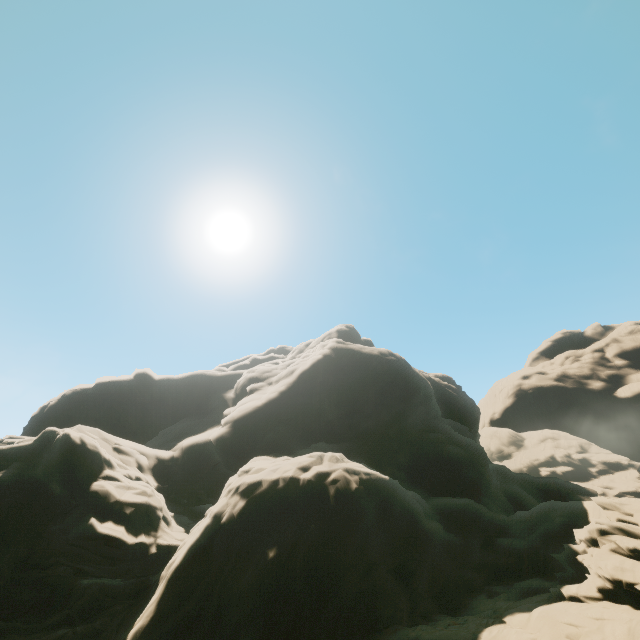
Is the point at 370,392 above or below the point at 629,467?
below
